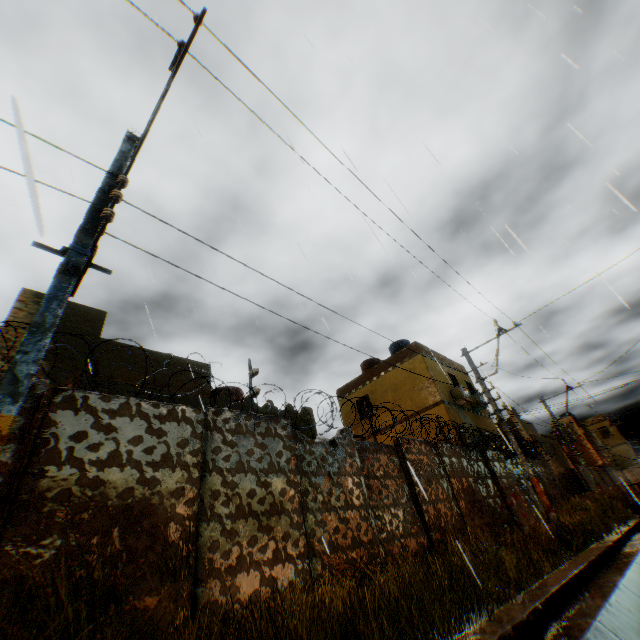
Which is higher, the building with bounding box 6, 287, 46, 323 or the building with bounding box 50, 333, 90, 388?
the building with bounding box 6, 287, 46, 323

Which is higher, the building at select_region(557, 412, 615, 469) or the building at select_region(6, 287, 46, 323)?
the building at select_region(6, 287, 46, 323)

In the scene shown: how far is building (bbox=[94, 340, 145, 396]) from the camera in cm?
916

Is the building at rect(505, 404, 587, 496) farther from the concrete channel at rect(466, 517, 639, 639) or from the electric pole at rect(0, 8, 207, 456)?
the electric pole at rect(0, 8, 207, 456)

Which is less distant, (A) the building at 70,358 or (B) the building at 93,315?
(A) the building at 70,358

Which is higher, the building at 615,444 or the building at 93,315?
the building at 93,315

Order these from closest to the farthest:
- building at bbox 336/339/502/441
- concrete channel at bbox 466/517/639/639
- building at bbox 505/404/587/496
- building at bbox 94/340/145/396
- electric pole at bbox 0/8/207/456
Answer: electric pole at bbox 0/8/207/456 → concrete channel at bbox 466/517/639/639 → building at bbox 94/340/145/396 → building at bbox 336/339/502/441 → building at bbox 505/404/587/496

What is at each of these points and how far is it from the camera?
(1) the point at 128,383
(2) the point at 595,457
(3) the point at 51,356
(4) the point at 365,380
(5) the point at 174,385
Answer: (1) building, 9.51m
(2) building, 32.25m
(3) building, 8.70m
(4) building, 21.44m
(5) building, 10.76m
